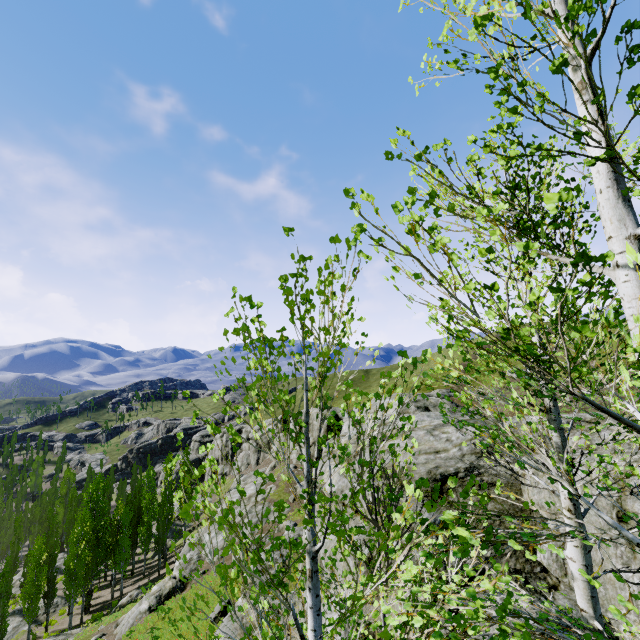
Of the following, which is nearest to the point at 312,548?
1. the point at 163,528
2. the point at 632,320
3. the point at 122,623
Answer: the point at 632,320

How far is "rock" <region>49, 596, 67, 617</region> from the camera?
38.1m

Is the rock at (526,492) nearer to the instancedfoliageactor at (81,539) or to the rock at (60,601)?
the instancedfoliageactor at (81,539)

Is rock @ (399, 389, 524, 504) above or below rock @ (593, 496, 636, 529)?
above

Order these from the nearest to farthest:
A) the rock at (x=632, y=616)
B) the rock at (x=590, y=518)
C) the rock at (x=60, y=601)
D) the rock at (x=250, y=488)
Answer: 1. the rock at (x=632, y=616)
2. the rock at (x=590, y=518)
3. the rock at (x=250, y=488)
4. the rock at (x=60, y=601)

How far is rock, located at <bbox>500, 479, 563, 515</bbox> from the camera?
6.5m

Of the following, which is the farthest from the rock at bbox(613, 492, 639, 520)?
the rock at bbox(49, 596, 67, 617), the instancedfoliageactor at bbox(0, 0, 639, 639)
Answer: the rock at bbox(49, 596, 67, 617)

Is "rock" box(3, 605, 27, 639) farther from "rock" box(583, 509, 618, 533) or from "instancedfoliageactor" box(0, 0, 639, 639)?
"rock" box(583, 509, 618, 533)
